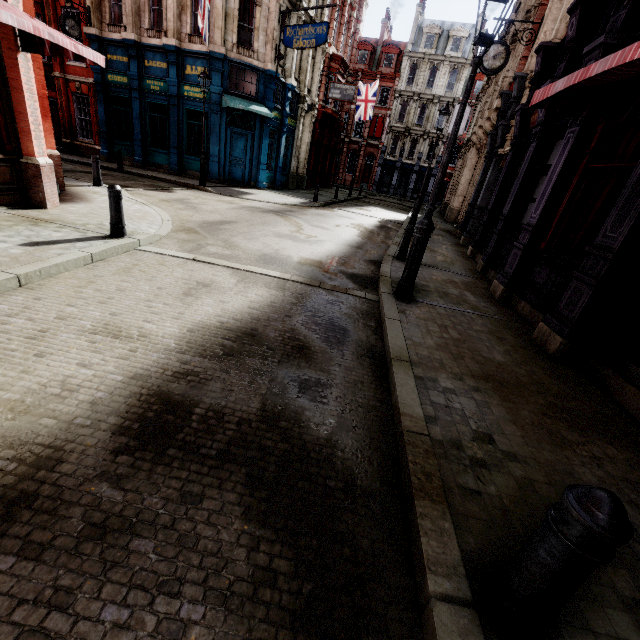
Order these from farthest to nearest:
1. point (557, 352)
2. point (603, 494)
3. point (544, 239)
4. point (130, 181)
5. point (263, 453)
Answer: point (130, 181)
point (544, 239)
point (557, 352)
point (263, 453)
point (603, 494)

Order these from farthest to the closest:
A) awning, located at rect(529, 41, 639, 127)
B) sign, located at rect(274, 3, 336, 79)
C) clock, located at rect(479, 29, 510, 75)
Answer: sign, located at rect(274, 3, 336, 79) < clock, located at rect(479, 29, 510, 75) < awning, located at rect(529, 41, 639, 127)

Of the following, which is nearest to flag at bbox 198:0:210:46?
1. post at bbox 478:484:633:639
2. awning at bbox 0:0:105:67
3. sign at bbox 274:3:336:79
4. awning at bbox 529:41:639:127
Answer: sign at bbox 274:3:336:79

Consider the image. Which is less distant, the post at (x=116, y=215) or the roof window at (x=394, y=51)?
the post at (x=116, y=215)

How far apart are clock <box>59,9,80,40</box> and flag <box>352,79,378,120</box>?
19.7 meters

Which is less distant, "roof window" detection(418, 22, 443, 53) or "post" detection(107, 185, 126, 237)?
"post" detection(107, 185, 126, 237)

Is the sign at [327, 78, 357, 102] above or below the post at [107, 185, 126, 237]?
above

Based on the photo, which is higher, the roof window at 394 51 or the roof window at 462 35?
the roof window at 462 35
